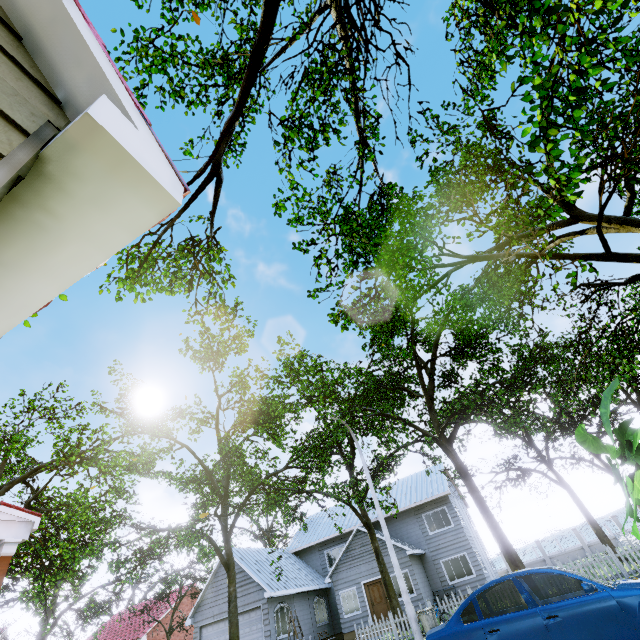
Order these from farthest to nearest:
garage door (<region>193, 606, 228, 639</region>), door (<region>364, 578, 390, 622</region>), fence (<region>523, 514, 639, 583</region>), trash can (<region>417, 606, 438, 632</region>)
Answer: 1. door (<region>364, 578, 390, 622</region>)
2. garage door (<region>193, 606, 228, 639</region>)
3. fence (<region>523, 514, 639, 583</region>)
4. trash can (<region>417, 606, 438, 632</region>)

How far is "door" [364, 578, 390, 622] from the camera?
21.0 meters

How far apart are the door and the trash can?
11.1m

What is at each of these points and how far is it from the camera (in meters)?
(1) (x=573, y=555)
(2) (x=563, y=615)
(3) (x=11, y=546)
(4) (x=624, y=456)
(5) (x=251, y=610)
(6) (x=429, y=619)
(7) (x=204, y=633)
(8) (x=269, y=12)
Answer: (1) fence, 28.19
(2) car, 4.97
(3) wooden, 4.38
(4) plant, 2.89
(5) garage door, 20.27
(6) trash can, 11.96
(7) garage door, 20.88
(8) tree, 4.04

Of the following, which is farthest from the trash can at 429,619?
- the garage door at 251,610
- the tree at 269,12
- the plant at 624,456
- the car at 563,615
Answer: the plant at 624,456

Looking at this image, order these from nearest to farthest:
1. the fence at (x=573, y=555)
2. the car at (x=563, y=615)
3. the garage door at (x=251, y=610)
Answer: the car at (x=563, y=615) → the fence at (x=573, y=555) → the garage door at (x=251, y=610)

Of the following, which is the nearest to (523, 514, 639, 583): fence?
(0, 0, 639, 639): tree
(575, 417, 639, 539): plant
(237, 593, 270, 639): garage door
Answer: (0, 0, 639, 639): tree

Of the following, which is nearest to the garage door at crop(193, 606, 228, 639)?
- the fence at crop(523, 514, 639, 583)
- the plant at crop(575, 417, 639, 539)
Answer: the fence at crop(523, 514, 639, 583)
